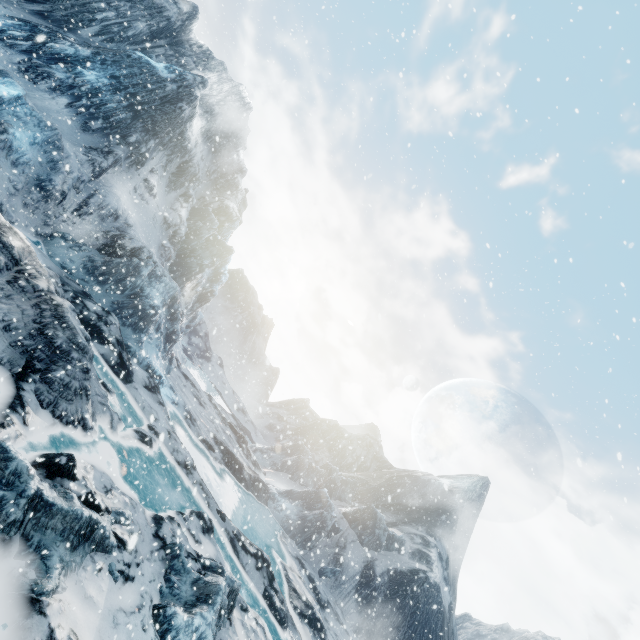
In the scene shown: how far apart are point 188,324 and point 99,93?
27.8 meters
